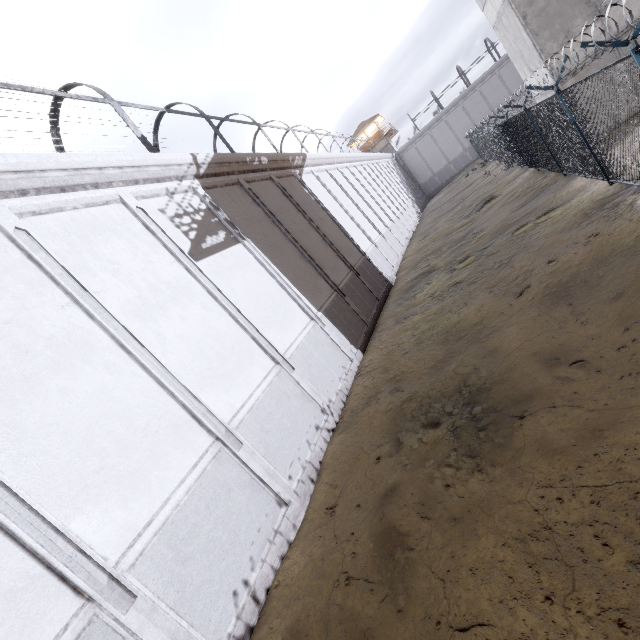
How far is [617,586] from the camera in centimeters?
276cm

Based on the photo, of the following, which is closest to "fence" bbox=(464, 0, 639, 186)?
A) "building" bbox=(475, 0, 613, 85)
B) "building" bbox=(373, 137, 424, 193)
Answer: "building" bbox=(475, 0, 613, 85)

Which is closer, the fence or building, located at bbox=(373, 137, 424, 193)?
the fence

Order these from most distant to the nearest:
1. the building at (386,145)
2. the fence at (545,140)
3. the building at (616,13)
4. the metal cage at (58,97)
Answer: the building at (386,145)
the building at (616,13)
the metal cage at (58,97)
the fence at (545,140)

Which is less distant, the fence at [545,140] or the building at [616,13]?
the fence at [545,140]

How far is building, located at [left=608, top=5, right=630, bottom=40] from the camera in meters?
12.2 m

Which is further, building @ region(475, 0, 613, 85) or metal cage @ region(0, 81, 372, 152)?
building @ region(475, 0, 613, 85)

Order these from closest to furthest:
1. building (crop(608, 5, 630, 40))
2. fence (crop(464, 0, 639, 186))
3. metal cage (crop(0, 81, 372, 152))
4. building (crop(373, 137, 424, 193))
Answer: fence (crop(464, 0, 639, 186)) < metal cage (crop(0, 81, 372, 152)) < building (crop(608, 5, 630, 40)) < building (crop(373, 137, 424, 193))
